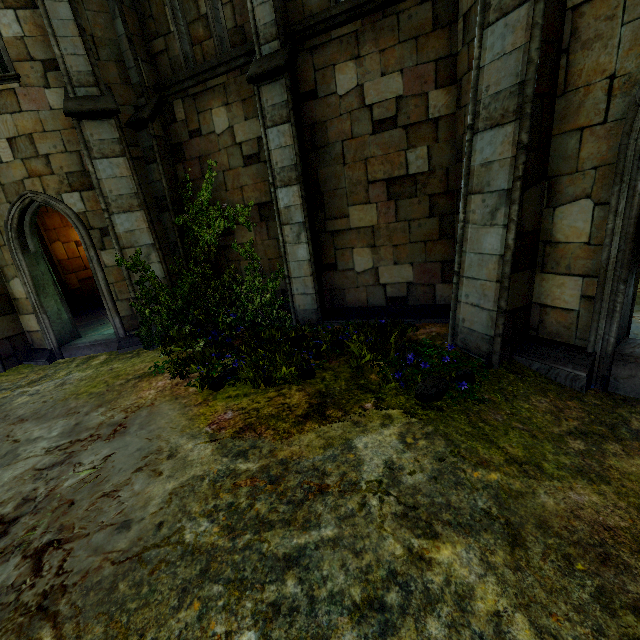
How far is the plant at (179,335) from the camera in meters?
4.7

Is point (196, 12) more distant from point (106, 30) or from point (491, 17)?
point (491, 17)

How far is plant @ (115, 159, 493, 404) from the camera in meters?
4.7
